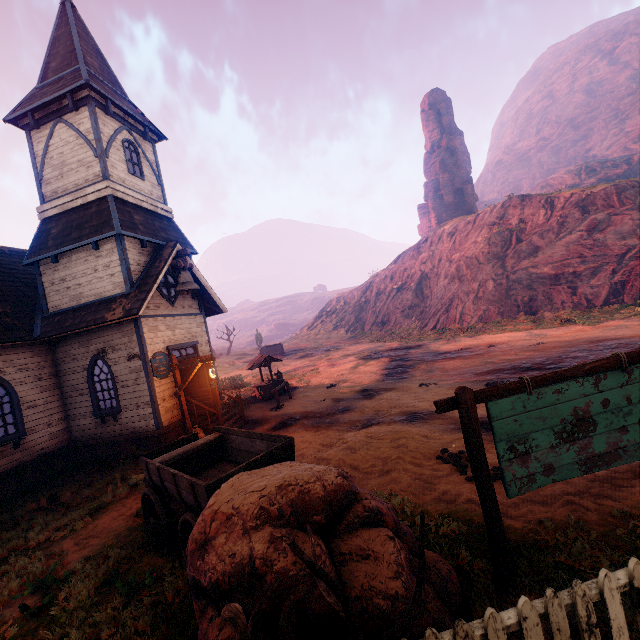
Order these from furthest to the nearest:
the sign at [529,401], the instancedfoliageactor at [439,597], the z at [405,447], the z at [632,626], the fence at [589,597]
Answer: the z at [405,447]
the sign at [529,401]
the z at [632,626]
the fence at [589,597]
the instancedfoliageactor at [439,597]

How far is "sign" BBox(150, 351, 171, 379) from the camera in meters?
11.4

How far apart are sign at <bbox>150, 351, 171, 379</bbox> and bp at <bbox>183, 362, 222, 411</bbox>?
0.18m

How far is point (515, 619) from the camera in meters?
2.5 m

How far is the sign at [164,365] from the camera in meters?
11.4 m

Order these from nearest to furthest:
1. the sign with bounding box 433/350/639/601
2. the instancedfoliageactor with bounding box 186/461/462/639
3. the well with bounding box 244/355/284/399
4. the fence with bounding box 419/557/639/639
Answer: the instancedfoliageactor with bounding box 186/461/462/639 < the fence with bounding box 419/557/639/639 < the sign with bounding box 433/350/639/601 < the well with bounding box 244/355/284/399

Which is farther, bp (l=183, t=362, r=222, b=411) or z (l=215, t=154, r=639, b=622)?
bp (l=183, t=362, r=222, b=411)

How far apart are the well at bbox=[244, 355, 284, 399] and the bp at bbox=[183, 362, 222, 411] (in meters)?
4.90
